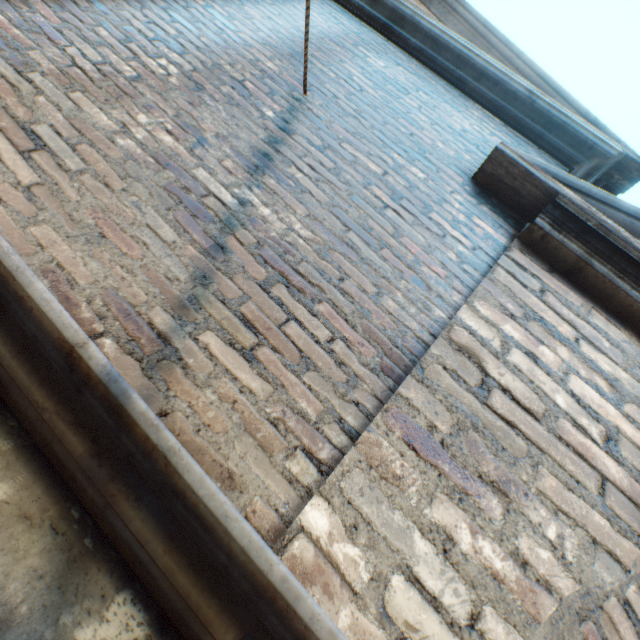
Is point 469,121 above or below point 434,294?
above
